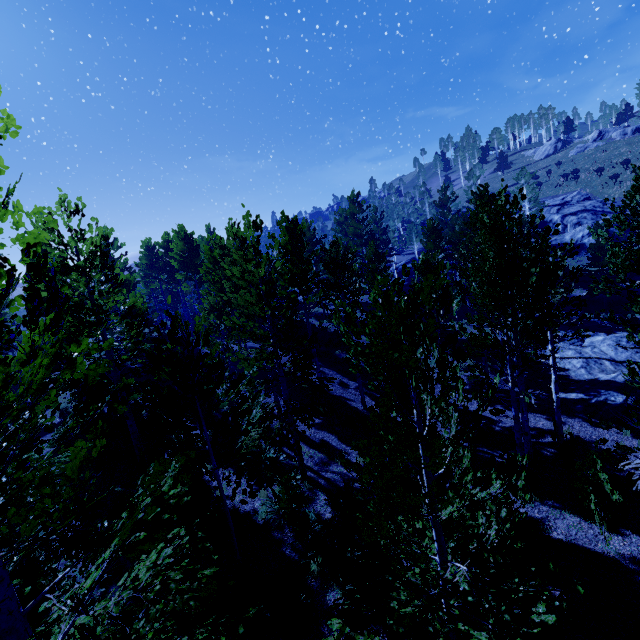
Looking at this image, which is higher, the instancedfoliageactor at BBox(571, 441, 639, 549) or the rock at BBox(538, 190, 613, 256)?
the rock at BBox(538, 190, 613, 256)

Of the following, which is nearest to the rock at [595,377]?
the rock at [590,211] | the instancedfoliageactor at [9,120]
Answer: the instancedfoliageactor at [9,120]

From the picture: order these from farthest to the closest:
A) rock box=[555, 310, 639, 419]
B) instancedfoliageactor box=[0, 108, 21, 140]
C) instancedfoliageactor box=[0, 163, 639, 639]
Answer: rock box=[555, 310, 639, 419]
instancedfoliageactor box=[0, 163, 639, 639]
instancedfoliageactor box=[0, 108, 21, 140]

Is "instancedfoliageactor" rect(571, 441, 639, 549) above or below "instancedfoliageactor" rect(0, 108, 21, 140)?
below

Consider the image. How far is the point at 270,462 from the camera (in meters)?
12.64

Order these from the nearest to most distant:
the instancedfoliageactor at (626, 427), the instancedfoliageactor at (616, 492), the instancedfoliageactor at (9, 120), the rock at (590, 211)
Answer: the instancedfoliageactor at (9, 120) < the instancedfoliageactor at (626, 427) < the instancedfoliageactor at (616, 492) < the rock at (590, 211)

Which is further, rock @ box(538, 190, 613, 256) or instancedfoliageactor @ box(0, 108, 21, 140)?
rock @ box(538, 190, 613, 256)

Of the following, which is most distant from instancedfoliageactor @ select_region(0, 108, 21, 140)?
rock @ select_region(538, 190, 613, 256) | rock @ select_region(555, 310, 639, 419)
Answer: rock @ select_region(538, 190, 613, 256)
